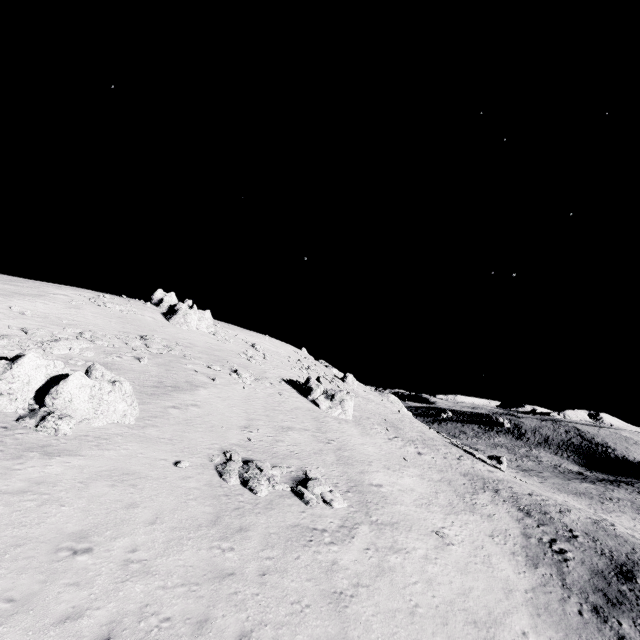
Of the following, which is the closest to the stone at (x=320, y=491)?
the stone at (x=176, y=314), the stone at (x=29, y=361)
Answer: the stone at (x=29, y=361)

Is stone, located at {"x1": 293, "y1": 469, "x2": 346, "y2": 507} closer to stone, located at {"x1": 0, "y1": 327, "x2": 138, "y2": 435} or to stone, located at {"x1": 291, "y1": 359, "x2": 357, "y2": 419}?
stone, located at {"x1": 0, "y1": 327, "x2": 138, "y2": 435}

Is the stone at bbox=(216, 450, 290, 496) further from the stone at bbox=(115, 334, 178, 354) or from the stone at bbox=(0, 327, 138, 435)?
the stone at bbox=(115, 334, 178, 354)

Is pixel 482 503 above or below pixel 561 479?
above

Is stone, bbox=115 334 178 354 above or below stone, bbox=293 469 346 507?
above

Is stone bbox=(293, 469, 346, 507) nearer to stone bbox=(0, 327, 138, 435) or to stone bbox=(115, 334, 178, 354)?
stone bbox=(0, 327, 138, 435)

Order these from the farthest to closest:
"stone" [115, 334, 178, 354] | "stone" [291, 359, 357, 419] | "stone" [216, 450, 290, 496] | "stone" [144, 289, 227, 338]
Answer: "stone" [144, 289, 227, 338], "stone" [291, 359, 357, 419], "stone" [115, 334, 178, 354], "stone" [216, 450, 290, 496]

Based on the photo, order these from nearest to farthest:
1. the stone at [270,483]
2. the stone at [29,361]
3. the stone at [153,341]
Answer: the stone at [29,361] → the stone at [270,483] → the stone at [153,341]
